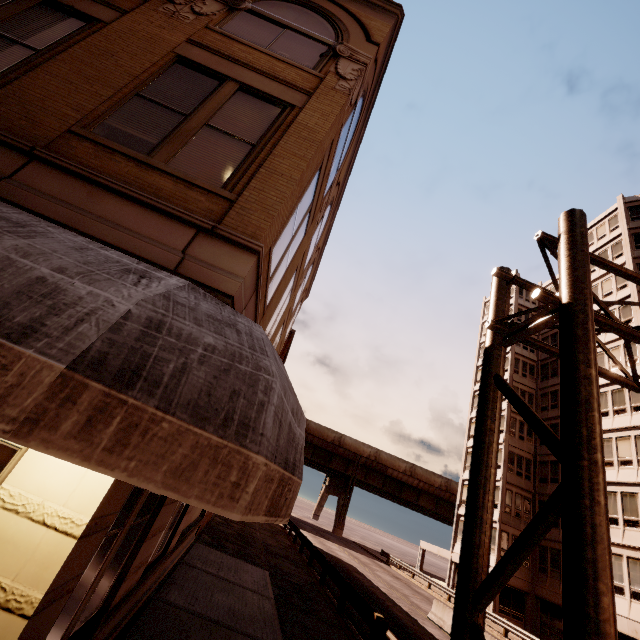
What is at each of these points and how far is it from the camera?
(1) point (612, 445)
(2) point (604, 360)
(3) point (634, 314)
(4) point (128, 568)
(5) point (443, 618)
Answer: (1) building, 23.4 meters
(2) building, 26.8 meters
(3) building, 25.7 meters
(4) building, 4.6 meters
(5) barrier, 17.7 meters

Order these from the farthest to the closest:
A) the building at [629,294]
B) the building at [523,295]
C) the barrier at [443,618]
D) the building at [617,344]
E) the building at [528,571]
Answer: the building at [523,295]
the building at [629,294]
the building at [528,571]
the building at [617,344]
the barrier at [443,618]

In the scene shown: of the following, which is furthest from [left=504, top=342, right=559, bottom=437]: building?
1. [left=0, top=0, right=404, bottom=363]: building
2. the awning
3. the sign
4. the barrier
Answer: [left=0, top=0, right=404, bottom=363]: building

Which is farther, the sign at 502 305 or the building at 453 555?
the building at 453 555

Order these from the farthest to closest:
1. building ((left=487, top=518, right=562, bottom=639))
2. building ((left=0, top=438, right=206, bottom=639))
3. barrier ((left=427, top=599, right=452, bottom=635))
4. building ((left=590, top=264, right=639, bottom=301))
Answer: building ((left=590, top=264, right=639, bottom=301)) → building ((left=487, top=518, right=562, bottom=639)) → barrier ((left=427, top=599, right=452, bottom=635)) → building ((left=0, top=438, right=206, bottom=639))

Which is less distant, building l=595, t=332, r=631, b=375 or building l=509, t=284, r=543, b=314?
building l=595, t=332, r=631, b=375

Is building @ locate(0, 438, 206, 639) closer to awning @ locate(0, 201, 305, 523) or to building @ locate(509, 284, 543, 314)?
awning @ locate(0, 201, 305, 523)

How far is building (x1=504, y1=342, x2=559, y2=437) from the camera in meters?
34.2 m
